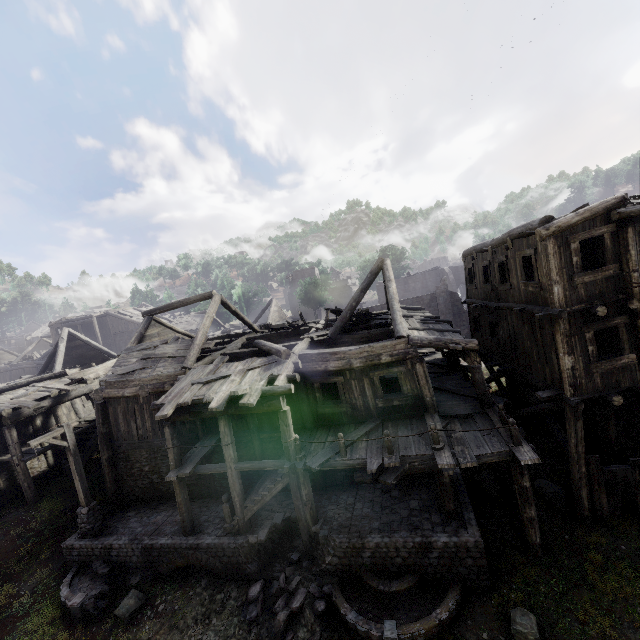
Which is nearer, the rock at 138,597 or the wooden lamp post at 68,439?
the rock at 138,597

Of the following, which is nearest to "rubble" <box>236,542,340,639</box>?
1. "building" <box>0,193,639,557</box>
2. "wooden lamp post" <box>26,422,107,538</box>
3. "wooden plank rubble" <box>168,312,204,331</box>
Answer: "building" <box>0,193,639,557</box>

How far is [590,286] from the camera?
10.0 meters

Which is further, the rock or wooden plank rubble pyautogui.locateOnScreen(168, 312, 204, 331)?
wooden plank rubble pyautogui.locateOnScreen(168, 312, 204, 331)

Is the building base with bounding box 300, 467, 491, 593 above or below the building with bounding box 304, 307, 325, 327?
below

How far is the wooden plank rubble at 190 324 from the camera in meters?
40.2

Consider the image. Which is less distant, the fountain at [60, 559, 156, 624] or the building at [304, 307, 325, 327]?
the fountain at [60, 559, 156, 624]

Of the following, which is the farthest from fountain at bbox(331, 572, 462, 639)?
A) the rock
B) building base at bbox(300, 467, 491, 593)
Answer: the rock
